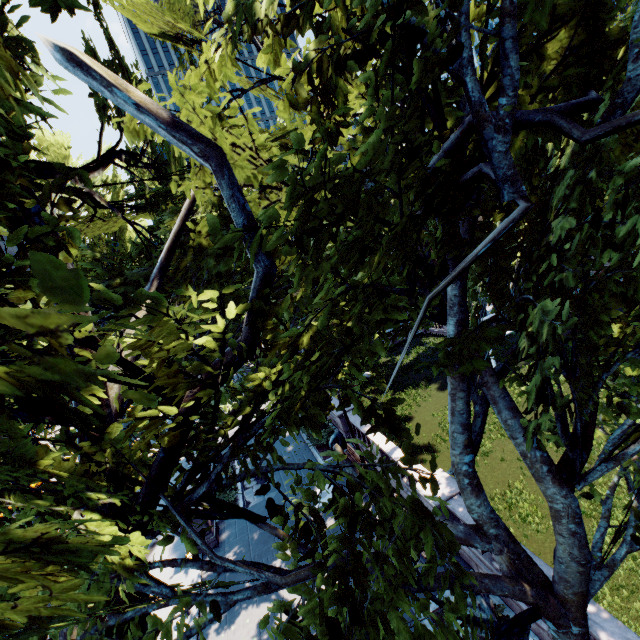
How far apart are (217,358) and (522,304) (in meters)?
4.71

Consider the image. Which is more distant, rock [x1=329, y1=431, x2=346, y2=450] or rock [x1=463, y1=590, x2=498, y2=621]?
rock [x1=329, y1=431, x2=346, y2=450]

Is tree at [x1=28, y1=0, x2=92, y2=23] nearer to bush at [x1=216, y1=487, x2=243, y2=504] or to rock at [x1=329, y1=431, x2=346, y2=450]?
rock at [x1=329, y1=431, x2=346, y2=450]

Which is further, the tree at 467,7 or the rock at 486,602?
the rock at 486,602

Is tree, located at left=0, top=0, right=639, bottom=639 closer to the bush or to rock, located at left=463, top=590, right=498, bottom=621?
rock, located at left=463, top=590, right=498, bottom=621

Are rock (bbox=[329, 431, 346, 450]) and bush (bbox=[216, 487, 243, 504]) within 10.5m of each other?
yes

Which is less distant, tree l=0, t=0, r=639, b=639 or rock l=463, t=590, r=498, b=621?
tree l=0, t=0, r=639, b=639
